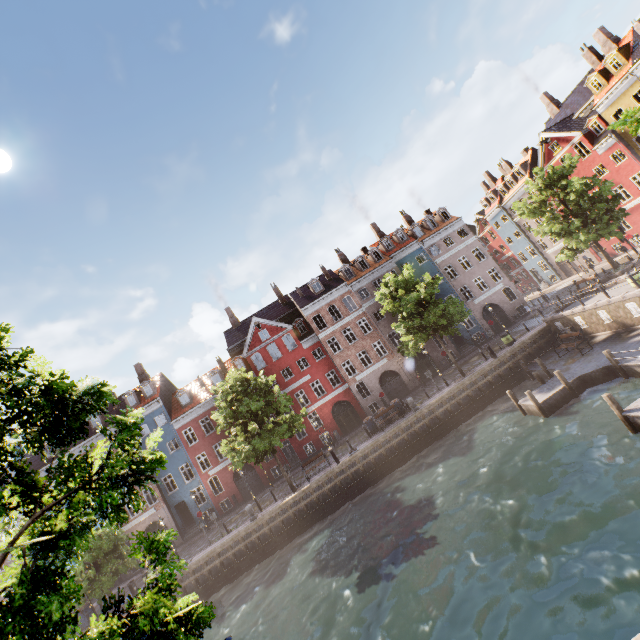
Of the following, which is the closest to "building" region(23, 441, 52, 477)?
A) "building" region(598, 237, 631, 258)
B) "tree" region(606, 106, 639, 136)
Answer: "tree" region(606, 106, 639, 136)

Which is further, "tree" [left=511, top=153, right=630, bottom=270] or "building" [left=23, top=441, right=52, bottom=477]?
"building" [left=23, top=441, right=52, bottom=477]

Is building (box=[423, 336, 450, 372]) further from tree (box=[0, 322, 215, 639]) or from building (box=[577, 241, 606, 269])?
building (box=[577, 241, 606, 269])

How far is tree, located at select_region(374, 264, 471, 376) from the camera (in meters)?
24.98

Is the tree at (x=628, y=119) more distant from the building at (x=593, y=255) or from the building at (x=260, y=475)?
the building at (x=260, y=475)

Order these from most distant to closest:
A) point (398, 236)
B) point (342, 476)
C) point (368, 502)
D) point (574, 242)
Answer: point (398, 236)
point (574, 242)
point (342, 476)
point (368, 502)

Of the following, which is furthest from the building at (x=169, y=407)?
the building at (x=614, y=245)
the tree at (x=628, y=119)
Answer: the building at (x=614, y=245)

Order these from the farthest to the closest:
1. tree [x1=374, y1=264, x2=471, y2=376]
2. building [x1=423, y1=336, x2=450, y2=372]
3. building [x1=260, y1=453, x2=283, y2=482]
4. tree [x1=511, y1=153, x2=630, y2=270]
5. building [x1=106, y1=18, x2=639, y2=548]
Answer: building [x1=423, y1=336, x2=450, y2=372]
building [x1=260, y1=453, x2=283, y2=482]
building [x1=106, y1=18, x2=639, y2=548]
tree [x1=374, y1=264, x2=471, y2=376]
tree [x1=511, y1=153, x2=630, y2=270]
